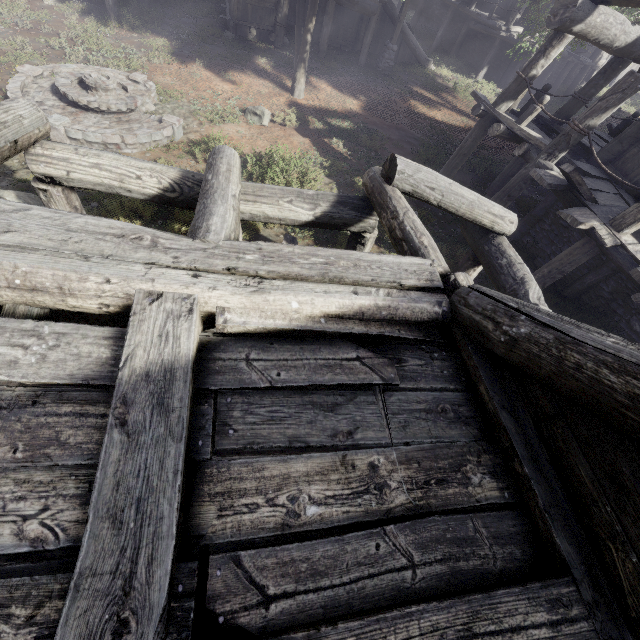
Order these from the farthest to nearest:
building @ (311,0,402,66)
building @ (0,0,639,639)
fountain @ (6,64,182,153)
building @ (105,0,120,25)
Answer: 1. building @ (311,0,402,66)
2. building @ (105,0,120,25)
3. fountain @ (6,64,182,153)
4. building @ (0,0,639,639)

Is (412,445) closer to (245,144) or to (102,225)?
(102,225)

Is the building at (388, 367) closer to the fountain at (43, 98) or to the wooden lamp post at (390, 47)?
the wooden lamp post at (390, 47)

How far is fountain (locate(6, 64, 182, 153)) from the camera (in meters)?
7.93

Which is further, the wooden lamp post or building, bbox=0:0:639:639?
the wooden lamp post

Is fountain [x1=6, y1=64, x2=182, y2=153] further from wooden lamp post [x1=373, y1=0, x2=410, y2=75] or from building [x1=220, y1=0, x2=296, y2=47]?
wooden lamp post [x1=373, y1=0, x2=410, y2=75]

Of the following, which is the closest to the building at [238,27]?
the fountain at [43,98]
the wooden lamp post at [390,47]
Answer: the wooden lamp post at [390,47]
